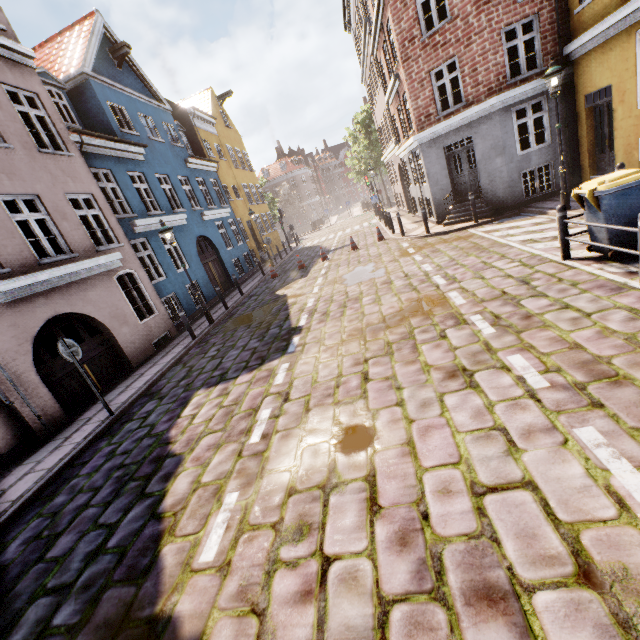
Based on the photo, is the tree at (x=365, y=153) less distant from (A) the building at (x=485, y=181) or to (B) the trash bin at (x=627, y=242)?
(A) the building at (x=485, y=181)

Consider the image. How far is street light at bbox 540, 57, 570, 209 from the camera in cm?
836

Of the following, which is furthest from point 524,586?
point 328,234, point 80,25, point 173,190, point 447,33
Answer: point 328,234

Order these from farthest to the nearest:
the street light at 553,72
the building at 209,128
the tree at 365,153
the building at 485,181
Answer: the tree at 365,153
the building at 485,181
the street light at 553,72
the building at 209,128

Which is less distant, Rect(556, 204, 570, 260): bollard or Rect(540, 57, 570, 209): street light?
Rect(556, 204, 570, 260): bollard

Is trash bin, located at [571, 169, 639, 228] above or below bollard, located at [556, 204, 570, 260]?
below

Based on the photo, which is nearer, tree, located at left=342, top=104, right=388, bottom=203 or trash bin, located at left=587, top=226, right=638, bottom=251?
trash bin, located at left=587, top=226, right=638, bottom=251

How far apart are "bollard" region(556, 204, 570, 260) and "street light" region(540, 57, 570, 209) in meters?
4.1
